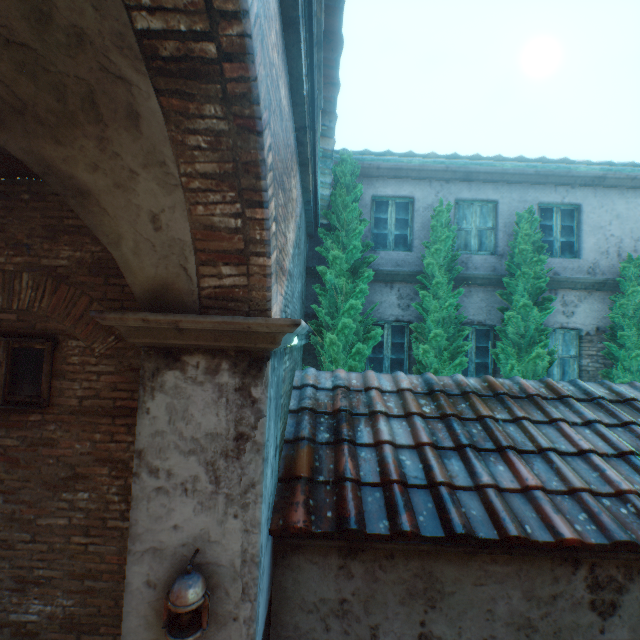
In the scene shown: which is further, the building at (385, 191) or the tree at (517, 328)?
the building at (385, 191)

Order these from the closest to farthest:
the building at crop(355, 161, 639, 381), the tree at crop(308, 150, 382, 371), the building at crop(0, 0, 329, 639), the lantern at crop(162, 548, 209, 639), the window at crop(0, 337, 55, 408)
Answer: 1. the building at crop(0, 0, 329, 639)
2. the lantern at crop(162, 548, 209, 639)
3. the window at crop(0, 337, 55, 408)
4. the tree at crop(308, 150, 382, 371)
5. the building at crop(355, 161, 639, 381)

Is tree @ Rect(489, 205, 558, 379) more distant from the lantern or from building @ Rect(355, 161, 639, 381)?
the lantern

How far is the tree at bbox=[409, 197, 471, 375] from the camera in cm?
643

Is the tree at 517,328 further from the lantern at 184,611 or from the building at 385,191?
the lantern at 184,611

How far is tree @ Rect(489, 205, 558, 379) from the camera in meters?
6.4

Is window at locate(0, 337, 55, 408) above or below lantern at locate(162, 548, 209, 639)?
above

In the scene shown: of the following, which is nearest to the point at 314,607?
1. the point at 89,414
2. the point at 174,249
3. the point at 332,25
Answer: the point at 89,414
